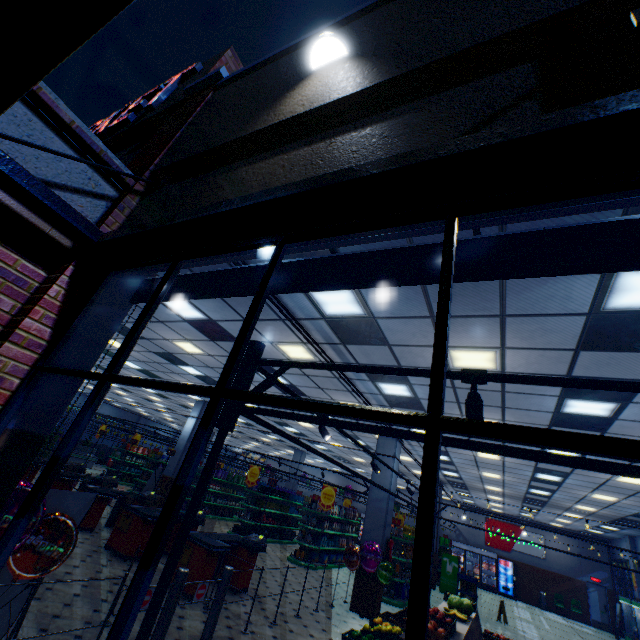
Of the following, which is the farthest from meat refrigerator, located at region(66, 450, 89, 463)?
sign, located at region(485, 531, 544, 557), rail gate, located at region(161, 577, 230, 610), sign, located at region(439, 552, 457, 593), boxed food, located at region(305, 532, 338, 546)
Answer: sign, located at region(485, 531, 544, 557)

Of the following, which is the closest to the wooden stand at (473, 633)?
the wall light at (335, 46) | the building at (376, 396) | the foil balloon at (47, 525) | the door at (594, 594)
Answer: the building at (376, 396)

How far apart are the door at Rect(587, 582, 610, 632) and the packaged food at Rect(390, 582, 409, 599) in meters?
17.3

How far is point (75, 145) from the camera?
3.2m

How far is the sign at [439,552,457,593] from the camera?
15.89m

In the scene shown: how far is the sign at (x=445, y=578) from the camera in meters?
15.9 m

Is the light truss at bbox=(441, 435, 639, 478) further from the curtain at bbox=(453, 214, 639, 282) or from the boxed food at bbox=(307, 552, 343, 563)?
the boxed food at bbox=(307, 552, 343, 563)

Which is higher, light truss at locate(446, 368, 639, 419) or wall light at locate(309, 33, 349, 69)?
wall light at locate(309, 33, 349, 69)
